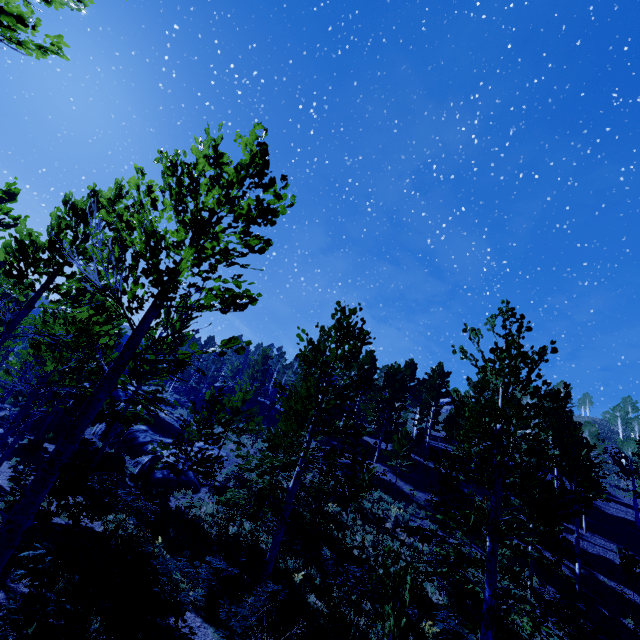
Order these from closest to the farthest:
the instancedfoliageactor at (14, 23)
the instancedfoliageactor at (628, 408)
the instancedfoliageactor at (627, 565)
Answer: the instancedfoliageactor at (14, 23)
the instancedfoliageactor at (627, 565)
the instancedfoliageactor at (628, 408)

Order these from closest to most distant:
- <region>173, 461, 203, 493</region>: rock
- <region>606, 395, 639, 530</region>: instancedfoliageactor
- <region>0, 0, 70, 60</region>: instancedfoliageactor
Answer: <region>0, 0, 70, 60</region>: instancedfoliageactor < <region>173, 461, 203, 493</region>: rock < <region>606, 395, 639, 530</region>: instancedfoliageactor

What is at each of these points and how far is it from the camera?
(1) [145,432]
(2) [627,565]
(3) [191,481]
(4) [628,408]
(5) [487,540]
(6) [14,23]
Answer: (1) rock, 23.4 meters
(2) instancedfoliageactor, 16.9 meters
(3) rock, 18.3 meters
(4) instancedfoliageactor, 58.2 meters
(5) instancedfoliageactor, 7.9 meters
(6) instancedfoliageactor, 2.6 meters

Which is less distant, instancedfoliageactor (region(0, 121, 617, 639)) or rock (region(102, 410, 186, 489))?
instancedfoliageactor (region(0, 121, 617, 639))

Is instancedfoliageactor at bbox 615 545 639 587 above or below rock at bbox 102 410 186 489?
above

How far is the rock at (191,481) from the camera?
17.72m
